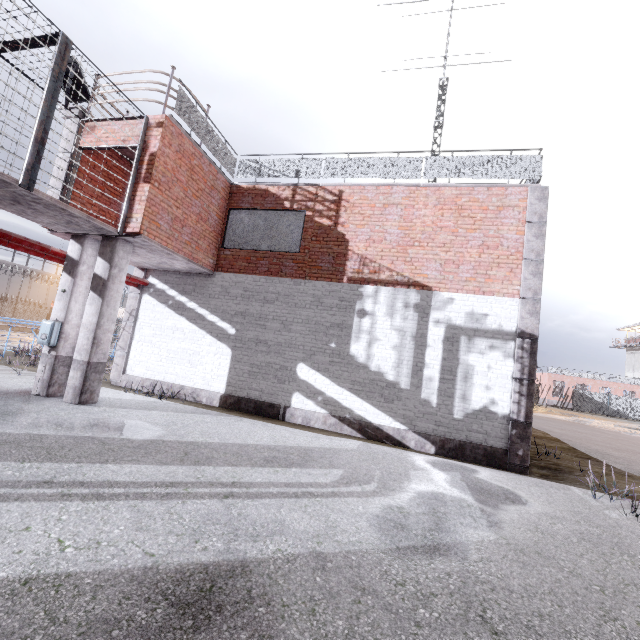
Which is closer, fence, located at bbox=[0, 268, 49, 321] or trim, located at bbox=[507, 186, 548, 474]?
trim, located at bbox=[507, 186, 548, 474]

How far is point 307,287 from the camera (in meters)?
9.50

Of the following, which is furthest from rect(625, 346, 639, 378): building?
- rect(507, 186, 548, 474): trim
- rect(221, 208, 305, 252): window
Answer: rect(221, 208, 305, 252): window

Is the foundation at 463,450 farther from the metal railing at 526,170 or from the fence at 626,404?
the metal railing at 526,170

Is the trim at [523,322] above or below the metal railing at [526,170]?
below

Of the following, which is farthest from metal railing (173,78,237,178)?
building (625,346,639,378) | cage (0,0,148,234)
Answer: building (625,346,639,378)

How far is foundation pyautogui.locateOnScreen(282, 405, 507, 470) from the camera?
7.7 meters

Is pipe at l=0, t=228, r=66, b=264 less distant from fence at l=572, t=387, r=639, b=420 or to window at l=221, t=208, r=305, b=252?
fence at l=572, t=387, r=639, b=420
